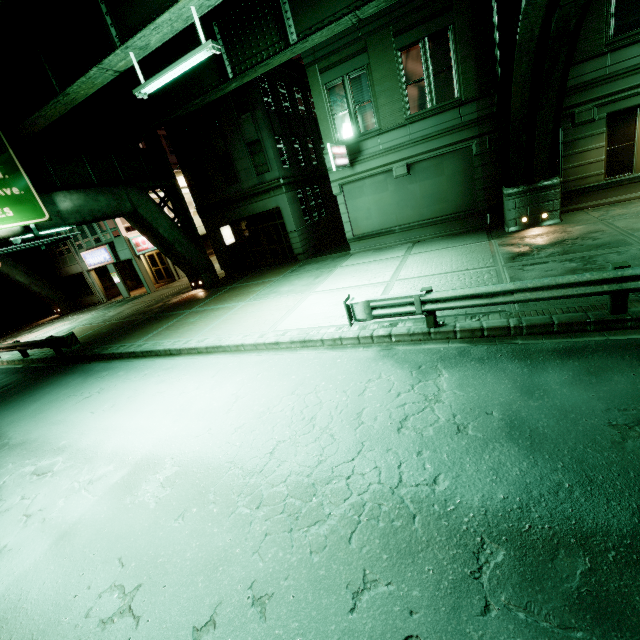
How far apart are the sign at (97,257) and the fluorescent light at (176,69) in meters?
18.1 m

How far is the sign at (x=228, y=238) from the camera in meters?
23.1 m

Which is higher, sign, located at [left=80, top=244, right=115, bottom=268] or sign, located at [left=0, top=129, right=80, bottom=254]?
sign, located at [left=0, top=129, right=80, bottom=254]

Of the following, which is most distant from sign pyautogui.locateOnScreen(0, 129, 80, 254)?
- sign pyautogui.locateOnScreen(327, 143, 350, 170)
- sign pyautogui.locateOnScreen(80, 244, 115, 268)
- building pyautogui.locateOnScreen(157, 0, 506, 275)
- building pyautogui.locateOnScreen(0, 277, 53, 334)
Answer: building pyautogui.locateOnScreen(0, 277, 53, 334)

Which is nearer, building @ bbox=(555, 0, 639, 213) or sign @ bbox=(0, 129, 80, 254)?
building @ bbox=(555, 0, 639, 213)

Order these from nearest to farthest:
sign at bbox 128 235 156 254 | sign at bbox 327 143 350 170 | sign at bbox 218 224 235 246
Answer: sign at bbox 327 143 350 170
sign at bbox 218 224 235 246
sign at bbox 128 235 156 254

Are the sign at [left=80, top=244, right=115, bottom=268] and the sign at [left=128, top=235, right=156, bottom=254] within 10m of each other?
yes

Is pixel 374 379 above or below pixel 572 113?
below
